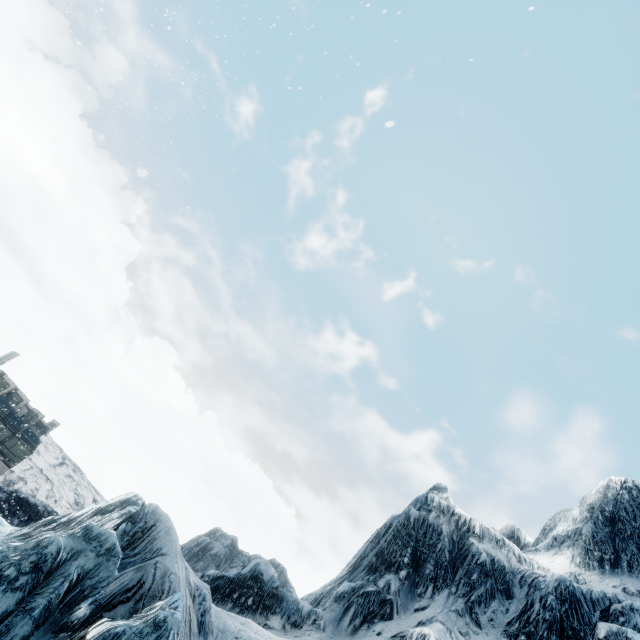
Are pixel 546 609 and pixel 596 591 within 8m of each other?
yes
